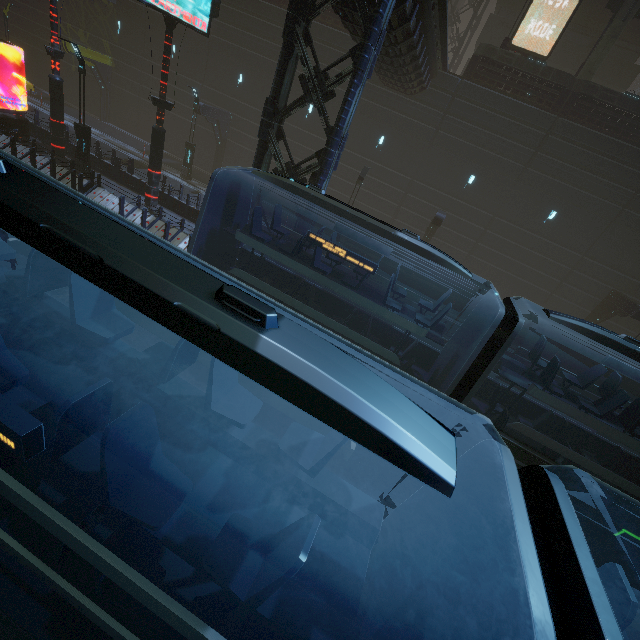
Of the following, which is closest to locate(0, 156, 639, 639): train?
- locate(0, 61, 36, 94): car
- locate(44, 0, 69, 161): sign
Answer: locate(44, 0, 69, 161): sign

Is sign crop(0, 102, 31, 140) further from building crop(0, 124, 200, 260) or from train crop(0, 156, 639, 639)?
train crop(0, 156, 639, 639)

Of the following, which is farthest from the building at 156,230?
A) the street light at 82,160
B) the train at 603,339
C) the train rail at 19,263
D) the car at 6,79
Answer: the train at 603,339

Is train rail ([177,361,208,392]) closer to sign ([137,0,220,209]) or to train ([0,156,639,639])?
train ([0,156,639,639])

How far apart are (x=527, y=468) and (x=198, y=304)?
3.3 meters

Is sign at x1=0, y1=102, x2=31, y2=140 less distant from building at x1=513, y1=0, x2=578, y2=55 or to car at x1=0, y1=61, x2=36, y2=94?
building at x1=513, y1=0, x2=578, y2=55

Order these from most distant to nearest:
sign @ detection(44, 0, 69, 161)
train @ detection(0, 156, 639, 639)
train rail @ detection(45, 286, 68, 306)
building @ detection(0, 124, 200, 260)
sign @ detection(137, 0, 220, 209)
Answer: sign @ detection(44, 0, 69, 161)
building @ detection(0, 124, 200, 260)
sign @ detection(137, 0, 220, 209)
train rail @ detection(45, 286, 68, 306)
train @ detection(0, 156, 639, 639)

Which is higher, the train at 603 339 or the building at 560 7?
the building at 560 7
